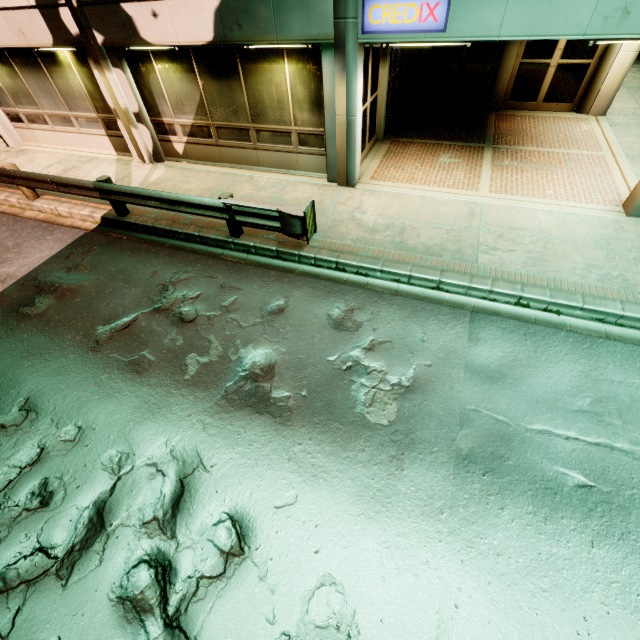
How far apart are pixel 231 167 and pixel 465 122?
8.29m

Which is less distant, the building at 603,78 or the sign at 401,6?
the sign at 401,6

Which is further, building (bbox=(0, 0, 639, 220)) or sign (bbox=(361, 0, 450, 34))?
building (bbox=(0, 0, 639, 220))
